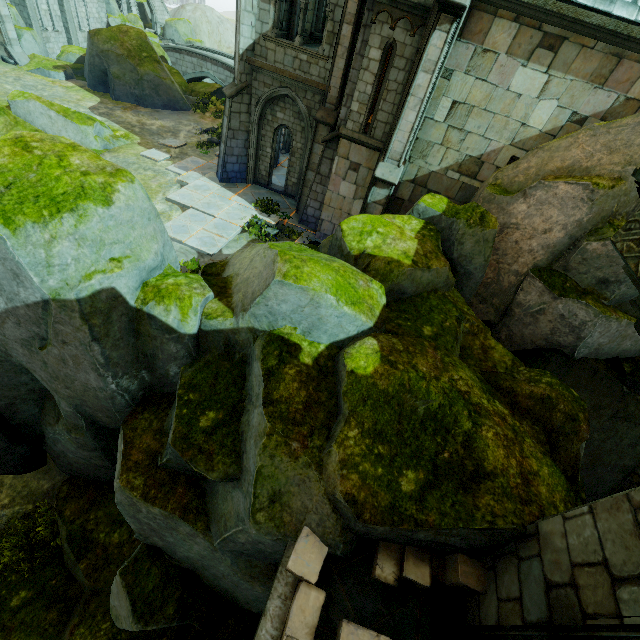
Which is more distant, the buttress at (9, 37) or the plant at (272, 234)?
the buttress at (9, 37)

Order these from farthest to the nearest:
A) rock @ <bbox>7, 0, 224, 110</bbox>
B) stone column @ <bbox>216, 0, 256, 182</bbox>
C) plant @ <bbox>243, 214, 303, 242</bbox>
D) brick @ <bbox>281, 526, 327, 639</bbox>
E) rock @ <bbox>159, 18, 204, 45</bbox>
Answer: rock @ <bbox>159, 18, 204, 45</bbox>
rock @ <bbox>7, 0, 224, 110</bbox>
plant @ <bbox>243, 214, 303, 242</bbox>
stone column @ <bbox>216, 0, 256, 182</bbox>
brick @ <bbox>281, 526, 327, 639</bbox>

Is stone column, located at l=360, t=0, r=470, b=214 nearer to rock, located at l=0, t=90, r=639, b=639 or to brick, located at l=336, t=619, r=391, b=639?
rock, located at l=0, t=90, r=639, b=639

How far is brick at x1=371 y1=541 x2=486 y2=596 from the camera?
3.8m

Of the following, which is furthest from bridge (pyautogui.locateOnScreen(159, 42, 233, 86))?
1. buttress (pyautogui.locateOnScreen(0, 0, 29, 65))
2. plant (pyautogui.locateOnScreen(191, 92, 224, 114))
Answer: buttress (pyautogui.locateOnScreen(0, 0, 29, 65))

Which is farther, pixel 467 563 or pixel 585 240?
pixel 585 240

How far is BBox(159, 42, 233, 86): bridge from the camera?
31.9m

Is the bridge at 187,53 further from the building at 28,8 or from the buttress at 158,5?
the buttress at 158,5
